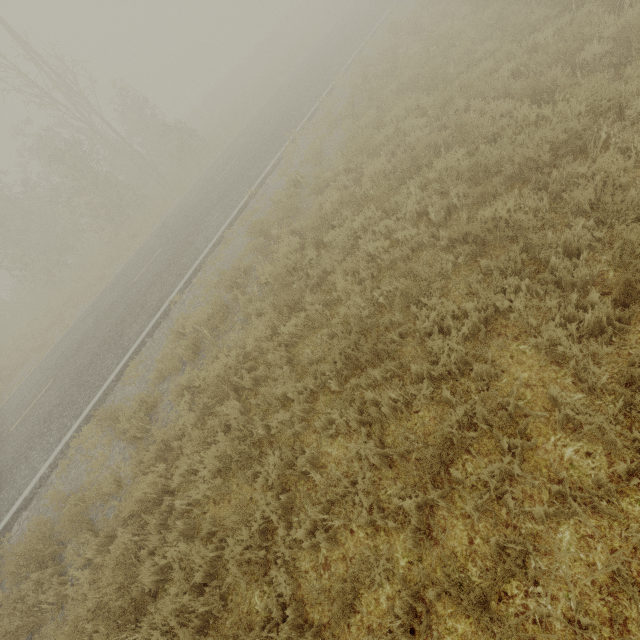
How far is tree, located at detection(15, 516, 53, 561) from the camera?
5.45m

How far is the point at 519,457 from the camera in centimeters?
313cm

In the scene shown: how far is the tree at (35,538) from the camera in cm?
545
